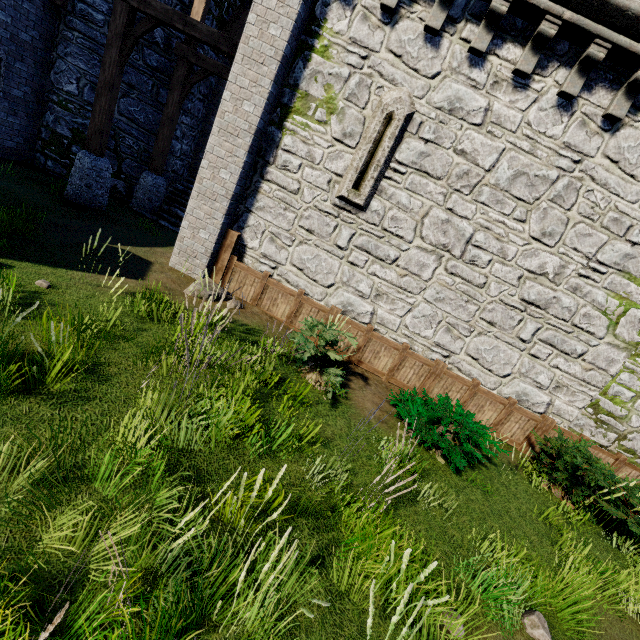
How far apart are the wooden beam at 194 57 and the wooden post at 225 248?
5.0 meters

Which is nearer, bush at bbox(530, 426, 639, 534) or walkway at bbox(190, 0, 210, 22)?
bush at bbox(530, 426, 639, 534)

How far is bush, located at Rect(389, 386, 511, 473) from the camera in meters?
6.1

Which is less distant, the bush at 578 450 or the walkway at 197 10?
the bush at 578 450

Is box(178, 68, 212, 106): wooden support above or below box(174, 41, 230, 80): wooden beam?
below

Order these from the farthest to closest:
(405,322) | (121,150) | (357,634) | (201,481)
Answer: (121,150), (405,322), (201,481), (357,634)

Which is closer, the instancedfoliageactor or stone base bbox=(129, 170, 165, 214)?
the instancedfoliageactor

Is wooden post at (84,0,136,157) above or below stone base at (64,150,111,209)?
above
